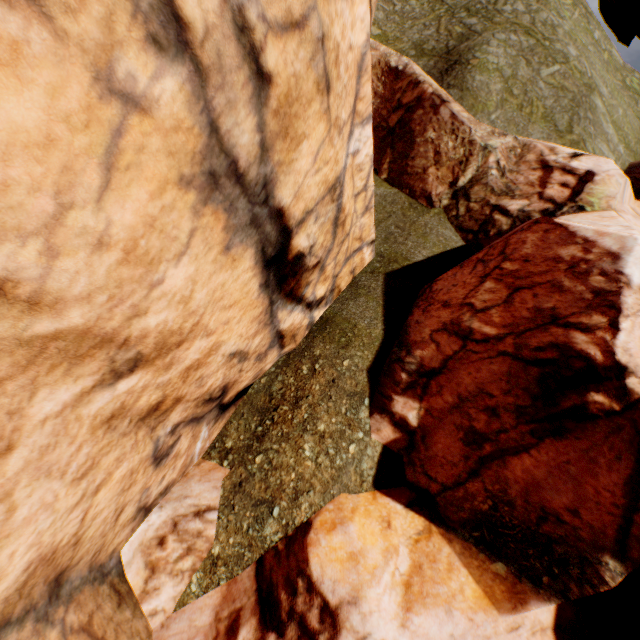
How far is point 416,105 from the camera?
12.1m

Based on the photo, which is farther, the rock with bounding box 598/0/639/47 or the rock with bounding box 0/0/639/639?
the rock with bounding box 598/0/639/47

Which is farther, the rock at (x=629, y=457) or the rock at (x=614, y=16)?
the rock at (x=614, y=16)

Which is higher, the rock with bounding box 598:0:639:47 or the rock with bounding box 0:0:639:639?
the rock with bounding box 598:0:639:47

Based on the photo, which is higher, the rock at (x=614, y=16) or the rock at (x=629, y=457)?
the rock at (x=614, y=16)
